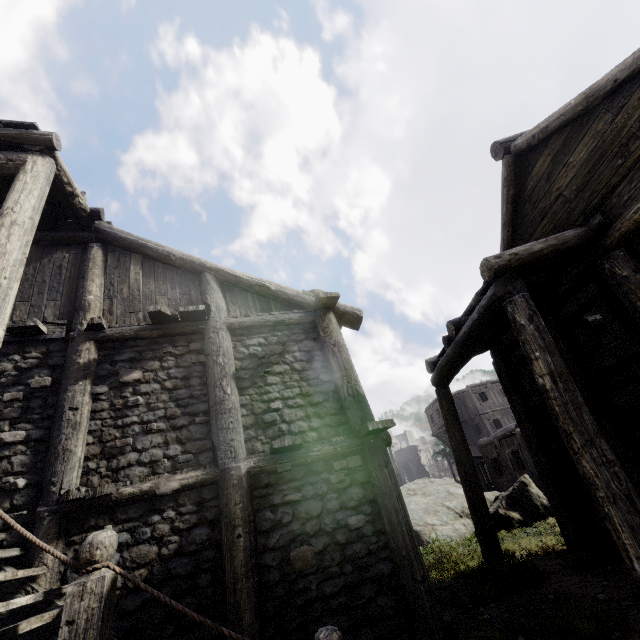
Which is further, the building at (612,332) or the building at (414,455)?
the building at (414,455)

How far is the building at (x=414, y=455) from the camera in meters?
56.4 m

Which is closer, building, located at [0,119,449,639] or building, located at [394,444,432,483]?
building, located at [0,119,449,639]

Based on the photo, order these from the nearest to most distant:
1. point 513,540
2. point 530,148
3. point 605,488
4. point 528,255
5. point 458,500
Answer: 1. point 605,488
2. point 528,255
3. point 530,148
4. point 513,540
5. point 458,500

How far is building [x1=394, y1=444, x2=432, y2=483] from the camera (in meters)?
56.38
